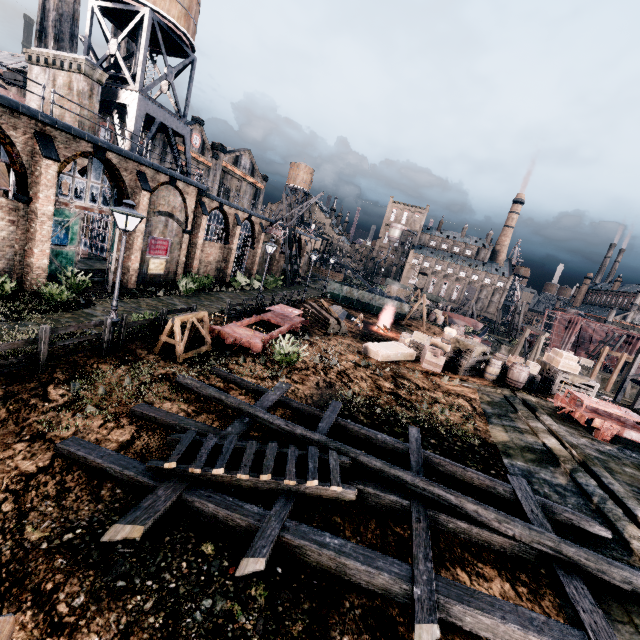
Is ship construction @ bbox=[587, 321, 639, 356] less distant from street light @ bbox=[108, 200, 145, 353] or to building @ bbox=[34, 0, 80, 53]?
street light @ bbox=[108, 200, 145, 353]

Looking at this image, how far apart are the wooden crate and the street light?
16.0m

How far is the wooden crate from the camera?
19.36m

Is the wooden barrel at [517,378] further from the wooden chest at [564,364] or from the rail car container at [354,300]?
the rail car container at [354,300]

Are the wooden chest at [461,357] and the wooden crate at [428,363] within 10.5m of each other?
yes

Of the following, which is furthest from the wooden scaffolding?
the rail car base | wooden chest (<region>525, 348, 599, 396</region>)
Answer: wooden chest (<region>525, 348, 599, 396</region>)

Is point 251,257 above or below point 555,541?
above

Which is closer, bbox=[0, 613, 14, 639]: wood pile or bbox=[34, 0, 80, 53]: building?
bbox=[0, 613, 14, 639]: wood pile
